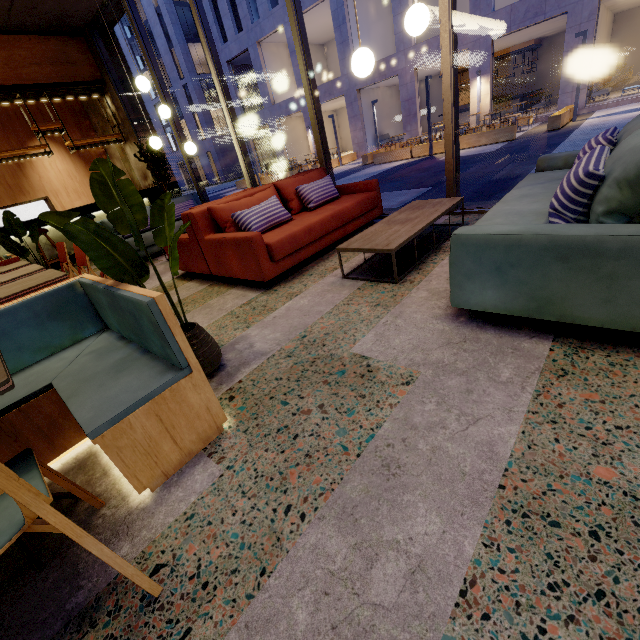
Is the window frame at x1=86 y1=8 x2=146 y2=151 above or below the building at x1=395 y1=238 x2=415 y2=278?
above

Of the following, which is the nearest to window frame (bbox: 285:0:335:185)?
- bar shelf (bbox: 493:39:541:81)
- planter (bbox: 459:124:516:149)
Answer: planter (bbox: 459:124:516:149)

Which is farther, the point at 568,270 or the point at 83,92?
the point at 83,92

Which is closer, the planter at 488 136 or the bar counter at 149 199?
the bar counter at 149 199

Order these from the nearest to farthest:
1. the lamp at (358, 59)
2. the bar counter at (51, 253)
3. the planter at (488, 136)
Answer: the lamp at (358, 59) < the bar counter at (51, 253) < the planter at (488, 136)

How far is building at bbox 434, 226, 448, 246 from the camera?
3.46m

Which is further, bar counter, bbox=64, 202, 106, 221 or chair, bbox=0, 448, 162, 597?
bar counter, bbox=64, 202, 106, 221

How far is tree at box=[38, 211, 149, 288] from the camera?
1.5 meters
